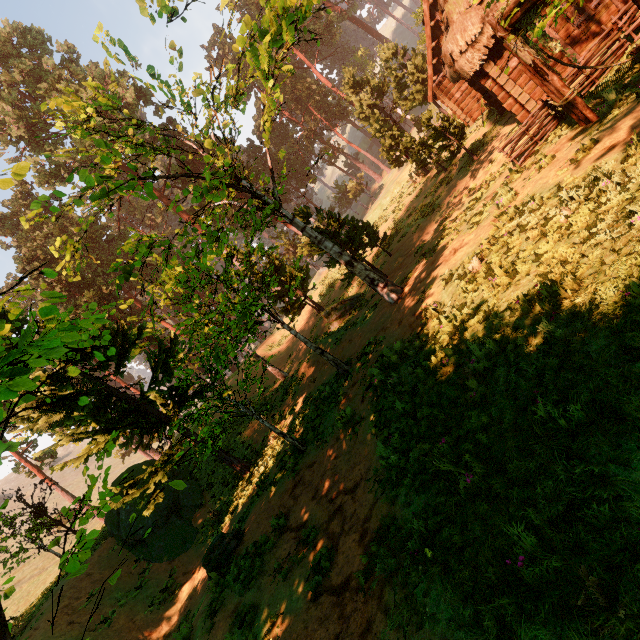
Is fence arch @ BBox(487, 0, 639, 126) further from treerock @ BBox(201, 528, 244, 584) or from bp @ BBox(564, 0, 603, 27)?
bp @ BBox(564, 0, 603, 27)

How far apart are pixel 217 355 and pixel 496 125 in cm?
1907

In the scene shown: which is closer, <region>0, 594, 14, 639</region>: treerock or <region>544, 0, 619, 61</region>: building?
<region>0, 594, 14, 639</region>: treerock

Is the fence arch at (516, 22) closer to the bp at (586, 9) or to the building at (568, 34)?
the building at (568, 34)

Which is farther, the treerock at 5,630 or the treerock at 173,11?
the treerock at 173,11

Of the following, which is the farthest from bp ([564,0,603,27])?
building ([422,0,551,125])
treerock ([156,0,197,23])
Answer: treerock ([156,0,197,23])

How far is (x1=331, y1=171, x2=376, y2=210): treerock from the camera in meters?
49.8
